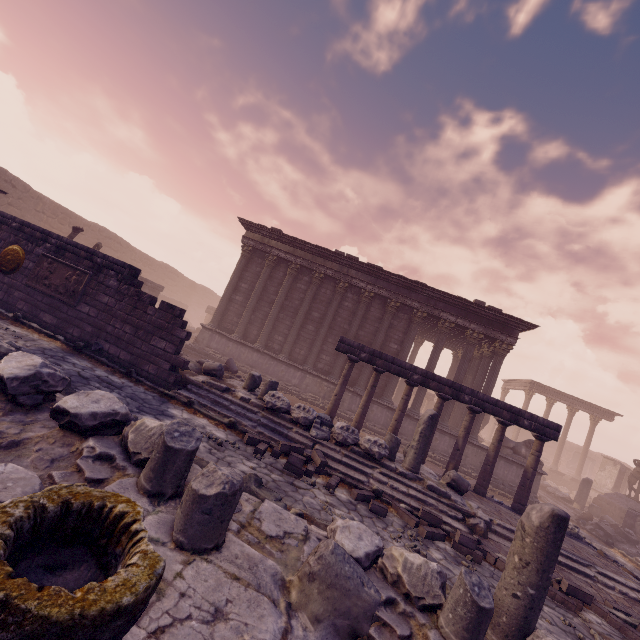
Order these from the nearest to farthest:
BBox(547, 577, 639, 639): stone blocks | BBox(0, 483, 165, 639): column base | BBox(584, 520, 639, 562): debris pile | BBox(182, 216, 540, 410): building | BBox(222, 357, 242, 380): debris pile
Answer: BBox(0, 483, 165, 639): column base, BBox(547, 577, 639, 639): stone blocks, BBox(222, 357, 242, 380): debris pile, BBox(584, 520, 639, 562): debris pile, BBox(182, 216, 540, 410): building

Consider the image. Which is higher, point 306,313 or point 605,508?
point 306,313

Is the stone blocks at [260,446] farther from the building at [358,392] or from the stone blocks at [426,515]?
the building at [358,392]

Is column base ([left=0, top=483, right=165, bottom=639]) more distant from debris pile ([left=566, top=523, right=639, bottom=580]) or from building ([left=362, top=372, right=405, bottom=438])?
building ([left=362, top=372, right=405, bottom=438])

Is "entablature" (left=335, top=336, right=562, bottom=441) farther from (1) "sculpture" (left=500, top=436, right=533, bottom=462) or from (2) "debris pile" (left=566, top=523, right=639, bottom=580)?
(1) "sculpture" (left=500, top=436, right=533, bottom=462)

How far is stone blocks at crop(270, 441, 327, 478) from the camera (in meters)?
6.77

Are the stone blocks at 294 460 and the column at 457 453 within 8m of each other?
yes

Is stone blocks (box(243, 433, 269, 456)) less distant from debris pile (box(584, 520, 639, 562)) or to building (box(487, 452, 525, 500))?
building (box(487, 452, 525, 500))
